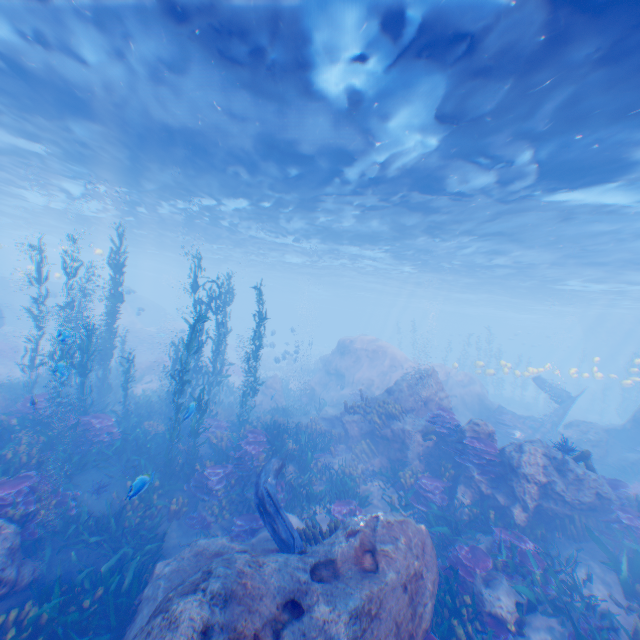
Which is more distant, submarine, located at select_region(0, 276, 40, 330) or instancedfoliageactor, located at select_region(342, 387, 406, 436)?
submarine, located at select_region(0, 276, 40, 330)

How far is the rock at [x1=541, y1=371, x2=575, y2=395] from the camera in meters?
43.6

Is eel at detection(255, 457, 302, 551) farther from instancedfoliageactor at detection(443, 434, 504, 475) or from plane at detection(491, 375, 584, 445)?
plane at detection(491, 375, 584, 445)

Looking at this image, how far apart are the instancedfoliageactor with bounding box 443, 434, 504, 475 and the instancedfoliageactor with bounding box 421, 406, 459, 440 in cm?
46

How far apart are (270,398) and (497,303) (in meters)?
40.55

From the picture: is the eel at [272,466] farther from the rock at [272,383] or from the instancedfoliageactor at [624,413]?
the instancedfoliageactor at [624,413]

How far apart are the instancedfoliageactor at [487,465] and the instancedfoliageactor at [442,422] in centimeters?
46cm
